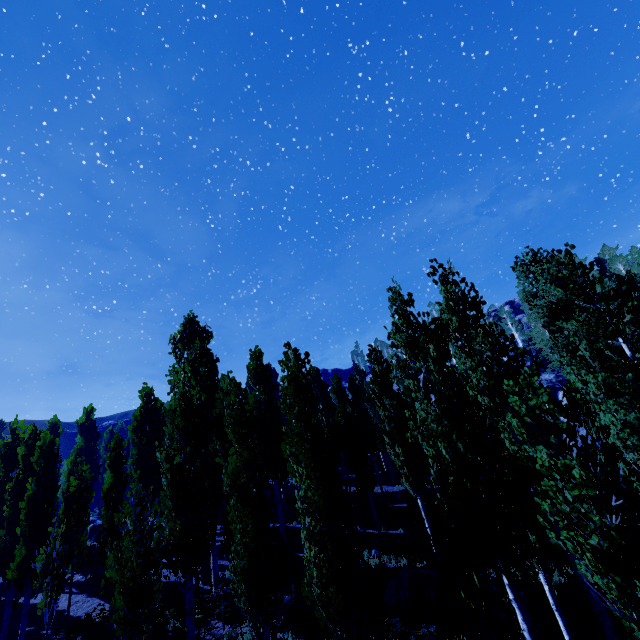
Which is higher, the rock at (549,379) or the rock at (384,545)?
the rock at (549,379)

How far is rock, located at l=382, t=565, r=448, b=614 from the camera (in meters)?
11.96

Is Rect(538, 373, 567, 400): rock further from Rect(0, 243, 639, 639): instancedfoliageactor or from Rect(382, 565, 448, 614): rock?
Rect(382, 565, 448, 614): rock

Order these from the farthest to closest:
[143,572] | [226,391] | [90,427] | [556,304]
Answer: [90,427]
[226,391]
[556,304]
[143,572]

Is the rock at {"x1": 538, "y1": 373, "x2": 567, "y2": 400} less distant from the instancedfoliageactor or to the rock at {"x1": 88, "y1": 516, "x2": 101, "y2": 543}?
the instancedfoliageactor

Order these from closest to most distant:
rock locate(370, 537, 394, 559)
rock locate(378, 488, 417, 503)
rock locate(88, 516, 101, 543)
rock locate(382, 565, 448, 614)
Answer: rock locate(382, 565, 448, 614) < rock locate(370, 537, 394, 559) < rock locate(378, 488, 417, 503) < rock locate(88, 516, 101, 543)

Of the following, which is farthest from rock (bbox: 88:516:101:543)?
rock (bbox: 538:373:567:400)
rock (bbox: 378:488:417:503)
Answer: rock (bbox: 538:373:567:400)

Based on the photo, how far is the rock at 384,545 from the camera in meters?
16.7
